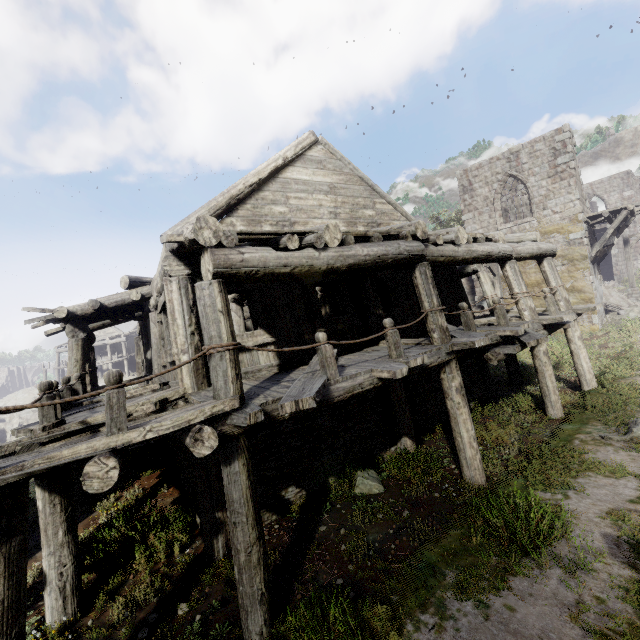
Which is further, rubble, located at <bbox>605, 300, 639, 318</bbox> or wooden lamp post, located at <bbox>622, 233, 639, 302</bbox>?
wooden lamp post, located at <bbox>622, 233, 639, 302</bbox>

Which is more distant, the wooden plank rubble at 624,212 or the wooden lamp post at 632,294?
the wooden lamp post at 632,294

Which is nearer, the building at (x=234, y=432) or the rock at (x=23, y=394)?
the building at (x=234, y=432)

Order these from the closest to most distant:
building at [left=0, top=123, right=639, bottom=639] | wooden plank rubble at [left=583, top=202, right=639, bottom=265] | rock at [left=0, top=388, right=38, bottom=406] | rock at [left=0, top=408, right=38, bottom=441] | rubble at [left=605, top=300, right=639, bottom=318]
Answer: building at [left=0, top=123, right=639, bottom=639] → wooden plank rubble at [left=583, top=202, right=639, bottom=265] → rubble at [left=605, top=300, right=639, bottom=318] → rock at [left=0, top=408, right=38, bottom=441] → rock at [left=0, top=388, right=38, bottom=406]

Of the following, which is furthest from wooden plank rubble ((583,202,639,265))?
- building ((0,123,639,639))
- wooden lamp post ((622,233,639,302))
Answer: wooden lamp post ((622,233,639,302))

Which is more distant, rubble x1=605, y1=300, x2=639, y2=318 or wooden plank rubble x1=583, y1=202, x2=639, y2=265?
rubble x1=605, y1=300, x2=639, y2=318

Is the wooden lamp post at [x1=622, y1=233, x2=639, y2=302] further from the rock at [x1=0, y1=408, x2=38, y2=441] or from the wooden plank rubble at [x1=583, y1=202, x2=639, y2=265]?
the rock at [x1=0, y1=408, x2=38, y2=441]

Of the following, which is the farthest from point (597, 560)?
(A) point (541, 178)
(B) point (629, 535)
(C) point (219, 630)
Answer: (A) point (541, 178)
